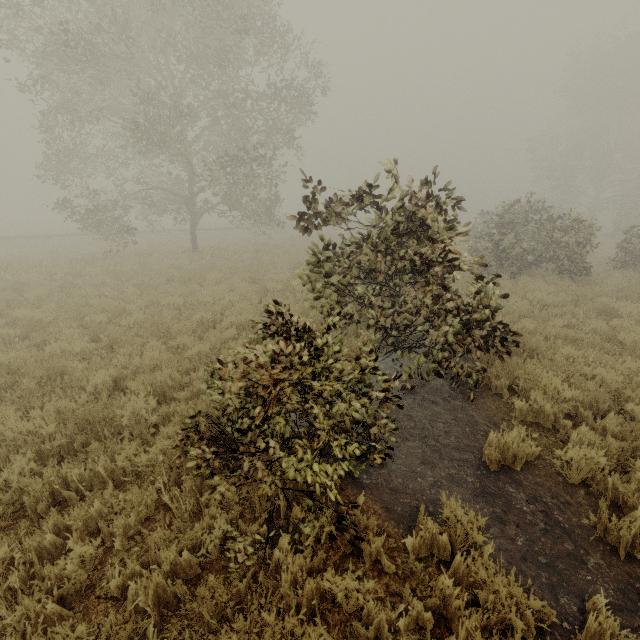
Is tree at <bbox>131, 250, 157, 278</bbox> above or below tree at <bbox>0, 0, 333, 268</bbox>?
below

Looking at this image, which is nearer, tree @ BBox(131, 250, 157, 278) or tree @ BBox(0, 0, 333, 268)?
tree @ BBox(0, 0, 333, 268)

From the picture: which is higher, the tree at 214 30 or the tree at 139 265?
the tree at 214 30

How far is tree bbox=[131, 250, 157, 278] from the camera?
13.16m

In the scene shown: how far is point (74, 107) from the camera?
14.94m

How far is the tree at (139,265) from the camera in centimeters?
1316cm
